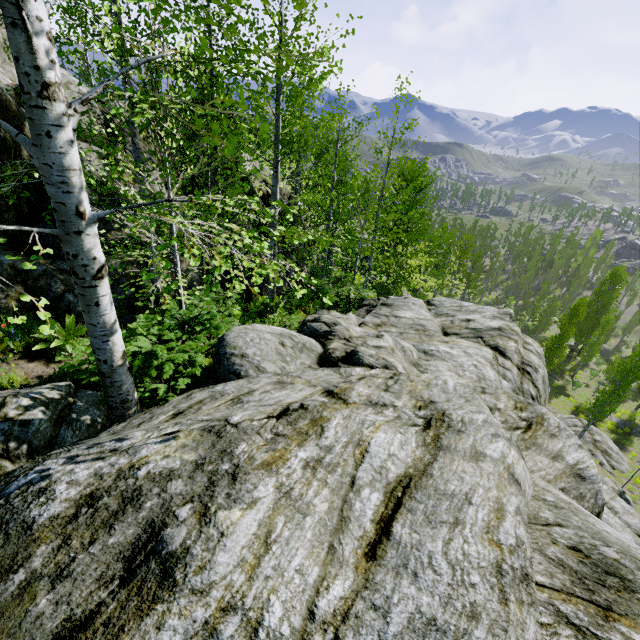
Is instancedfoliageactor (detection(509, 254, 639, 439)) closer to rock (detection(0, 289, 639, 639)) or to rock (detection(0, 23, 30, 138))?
rock (detection(0, 289, 639, 639))

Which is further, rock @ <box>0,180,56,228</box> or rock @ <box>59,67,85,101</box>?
rock @ <box>59,67,85,101</box>

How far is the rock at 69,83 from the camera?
8.0m

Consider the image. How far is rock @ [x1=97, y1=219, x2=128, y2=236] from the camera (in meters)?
7.97

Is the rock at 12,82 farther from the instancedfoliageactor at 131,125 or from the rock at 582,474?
the instancedfoliageactor at 131,125

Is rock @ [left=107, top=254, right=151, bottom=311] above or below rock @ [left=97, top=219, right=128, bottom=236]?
below

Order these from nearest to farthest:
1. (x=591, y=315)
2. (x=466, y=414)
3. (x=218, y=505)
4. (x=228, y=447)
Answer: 1. (x=218, y=505)
2. (x=228, y=447)
3. (x=466, y=414)
4. (x=591, y=315)

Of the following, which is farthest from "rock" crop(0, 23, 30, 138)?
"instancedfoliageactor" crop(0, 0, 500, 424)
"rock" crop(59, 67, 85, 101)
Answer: "instancedfoliageactor" crop(0, 0, 500, 424)
